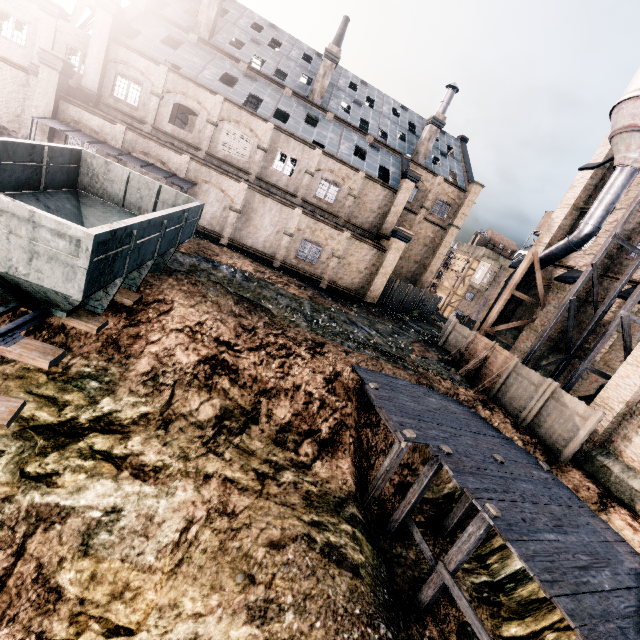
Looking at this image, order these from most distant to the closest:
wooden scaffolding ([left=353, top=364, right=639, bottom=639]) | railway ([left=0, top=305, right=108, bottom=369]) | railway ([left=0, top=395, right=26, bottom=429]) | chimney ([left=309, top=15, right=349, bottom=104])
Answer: chimney ([left=309, top=15, right=349, bottom=104]) < wooden scaffolding ([left=353, top=364, right=639, bottom=639]) < railway ([left=0, top=305, right=108, bottom=369]) < railway ([left=0, top=395, right=26, bottom=429])

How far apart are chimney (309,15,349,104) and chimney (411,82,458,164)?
10.8 meters

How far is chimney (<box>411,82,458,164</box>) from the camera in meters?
33.3 m

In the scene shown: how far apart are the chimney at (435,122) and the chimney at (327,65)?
10.8m

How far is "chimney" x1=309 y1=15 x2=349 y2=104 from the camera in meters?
30.2 m

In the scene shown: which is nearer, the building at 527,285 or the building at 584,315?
the building at 584,315

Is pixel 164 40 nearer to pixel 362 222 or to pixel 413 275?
pixel 362 222

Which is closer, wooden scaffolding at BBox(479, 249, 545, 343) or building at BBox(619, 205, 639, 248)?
building at BBox(619, 205, 639, 248)
